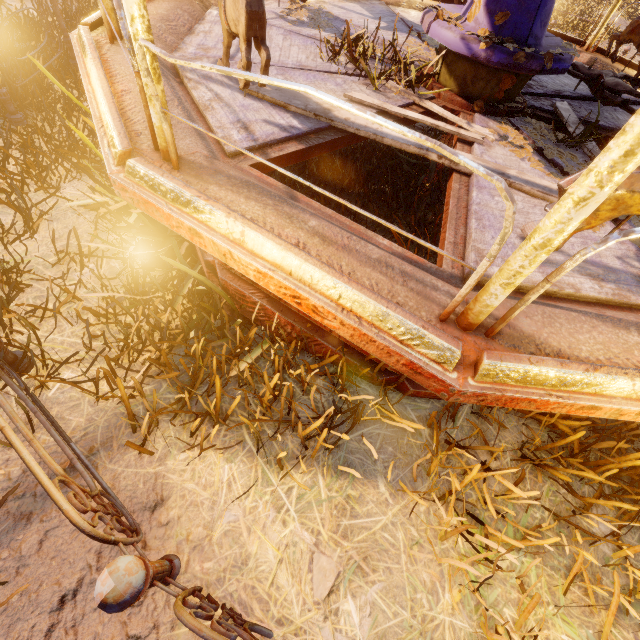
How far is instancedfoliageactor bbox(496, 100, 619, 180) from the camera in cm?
288

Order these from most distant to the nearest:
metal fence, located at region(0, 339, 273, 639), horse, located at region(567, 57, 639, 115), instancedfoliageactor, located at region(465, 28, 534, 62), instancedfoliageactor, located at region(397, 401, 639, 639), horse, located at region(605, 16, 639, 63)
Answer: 1. horse, located at region(605, 16, 639, 63)
2. horse, located at region(567, 57, 639, 115)
3. instancedfoliageactor, located at region(465, 28, 534, 62)
4. instancedfoliageactor, located at region(397, 401, 639, 639)
5. metal fence, located at region(0, 339, 273, 639)

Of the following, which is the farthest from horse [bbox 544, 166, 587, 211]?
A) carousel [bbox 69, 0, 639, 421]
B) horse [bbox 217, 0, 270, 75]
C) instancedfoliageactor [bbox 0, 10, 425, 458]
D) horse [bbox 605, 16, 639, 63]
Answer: horse [bbox 605, 16, 639, 63]

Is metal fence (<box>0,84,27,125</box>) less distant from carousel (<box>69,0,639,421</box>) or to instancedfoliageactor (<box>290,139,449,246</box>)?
carousel (<box>69,0,639,421</box>)

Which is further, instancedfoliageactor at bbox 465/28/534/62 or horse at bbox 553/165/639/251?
instancedfoliageactor at bbox 465/28/534/62

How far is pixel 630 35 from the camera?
4.54m

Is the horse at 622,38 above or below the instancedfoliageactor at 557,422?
above

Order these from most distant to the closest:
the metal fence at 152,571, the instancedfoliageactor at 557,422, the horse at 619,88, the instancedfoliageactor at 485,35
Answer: the horse at 619,88 < the instancedfoliageactor at 485,35 < the instancedfoliageactor at 557,422 < the metal fence at 152,571
